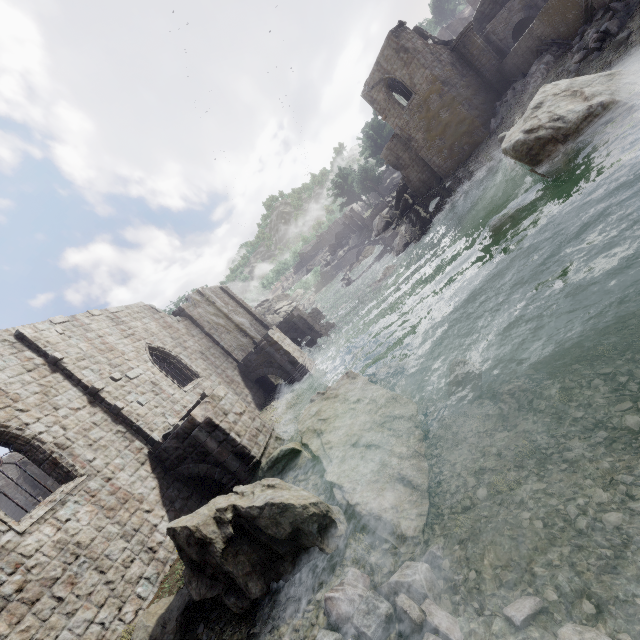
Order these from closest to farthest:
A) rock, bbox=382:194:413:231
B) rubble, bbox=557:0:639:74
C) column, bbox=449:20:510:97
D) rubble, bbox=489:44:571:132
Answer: rubble, bbox=557:0:639:74 < rubble, bbox=489:44:571:132 < column, bbox=449:20:510:97 < rock, bbox=382:194:413:231

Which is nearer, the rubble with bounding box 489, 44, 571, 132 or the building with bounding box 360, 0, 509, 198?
the rubble with bounding box 489, 44, 571, 132

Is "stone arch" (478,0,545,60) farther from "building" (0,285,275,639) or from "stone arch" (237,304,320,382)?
"stone arch" (237,304,320,382)

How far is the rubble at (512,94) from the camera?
20.2 meters

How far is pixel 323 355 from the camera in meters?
22.3 m

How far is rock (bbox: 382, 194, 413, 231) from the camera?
37.7 meters

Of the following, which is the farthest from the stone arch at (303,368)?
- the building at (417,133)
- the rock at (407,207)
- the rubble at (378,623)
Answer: the rock at (407,207)

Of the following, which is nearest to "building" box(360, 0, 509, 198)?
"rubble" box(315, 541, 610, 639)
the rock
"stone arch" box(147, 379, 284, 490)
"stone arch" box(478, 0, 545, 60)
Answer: "stone arch" box(478, 0, 545, 60)
